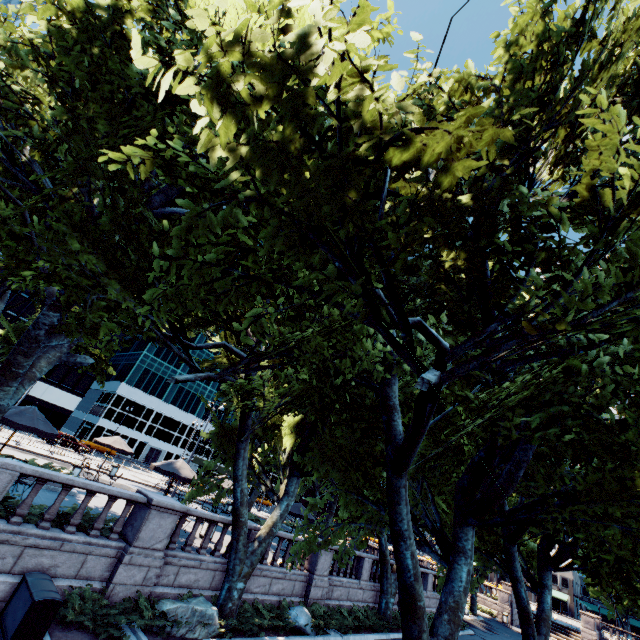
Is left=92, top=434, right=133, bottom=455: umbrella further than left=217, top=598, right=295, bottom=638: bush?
Yes

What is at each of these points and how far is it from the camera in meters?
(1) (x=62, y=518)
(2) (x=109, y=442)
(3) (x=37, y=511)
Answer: (1) bush, 10.4 m
(2) umbrella, 21.7 m
(3) bush, 10.1 m

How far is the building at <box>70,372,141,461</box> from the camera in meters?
55.8

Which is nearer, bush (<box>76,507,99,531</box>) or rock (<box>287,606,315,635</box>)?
bush (<box>76,507,99,531</box>)

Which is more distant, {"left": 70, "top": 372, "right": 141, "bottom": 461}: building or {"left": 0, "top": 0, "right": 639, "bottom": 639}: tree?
{"left": 70, "top": 372, "right": 141, "bottom": 461}: building

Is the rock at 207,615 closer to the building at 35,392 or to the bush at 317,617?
the bush at 317,617

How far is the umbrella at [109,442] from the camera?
21.5 meters

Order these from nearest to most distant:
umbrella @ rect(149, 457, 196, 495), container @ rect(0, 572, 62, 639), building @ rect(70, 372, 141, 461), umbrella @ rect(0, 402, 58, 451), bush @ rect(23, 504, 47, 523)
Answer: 1. container @ rect(0, 572, 62, 639)
2. bush @ rect(23, 504, 47, 523)
3. umbrella @ rect(0, 402, 58, 451)
4. umbrella @ rect(149, 457, 196, 495)
5. building @ rect(70, 372, 141, 461)
